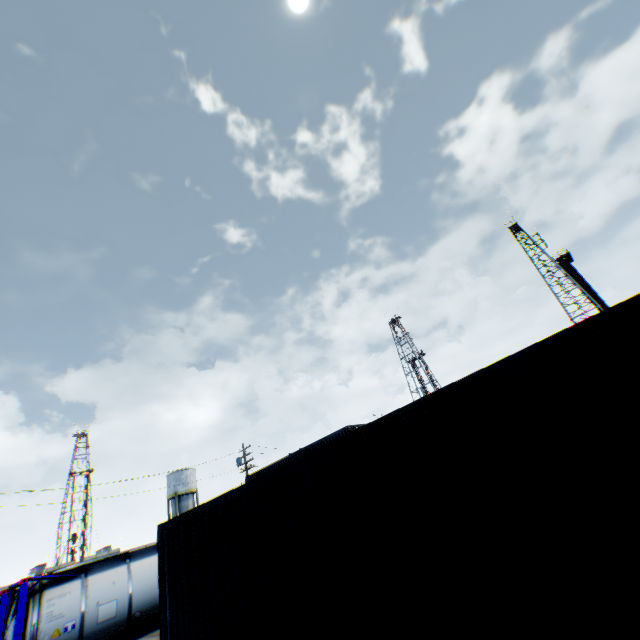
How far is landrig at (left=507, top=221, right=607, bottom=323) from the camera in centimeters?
4890cm

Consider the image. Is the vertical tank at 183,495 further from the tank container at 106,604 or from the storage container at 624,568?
the storage container at 624,568

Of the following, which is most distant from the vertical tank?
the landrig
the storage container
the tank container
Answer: the landrig

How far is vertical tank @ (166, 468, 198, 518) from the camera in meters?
46.2 m

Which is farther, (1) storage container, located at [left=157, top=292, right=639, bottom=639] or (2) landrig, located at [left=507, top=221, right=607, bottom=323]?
(2) landrig, located at [left=507, top=221, right=607, bottom=323]

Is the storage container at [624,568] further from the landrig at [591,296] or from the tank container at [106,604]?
the landrig at [591,296]

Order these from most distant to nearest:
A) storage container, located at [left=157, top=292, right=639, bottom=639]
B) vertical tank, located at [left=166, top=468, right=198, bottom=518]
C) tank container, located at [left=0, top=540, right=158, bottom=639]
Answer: vertical tank, located at [left=166, top=468, right=198, bottom=518] < tank container, located at [left=0, top=540, right=158, bottom=639] < storage container, located at [left=157, top=292, right=639, bottom=639]

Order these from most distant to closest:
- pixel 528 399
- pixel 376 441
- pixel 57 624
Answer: pixel 57 624 → pixel 376 441 → pixel 528 399
